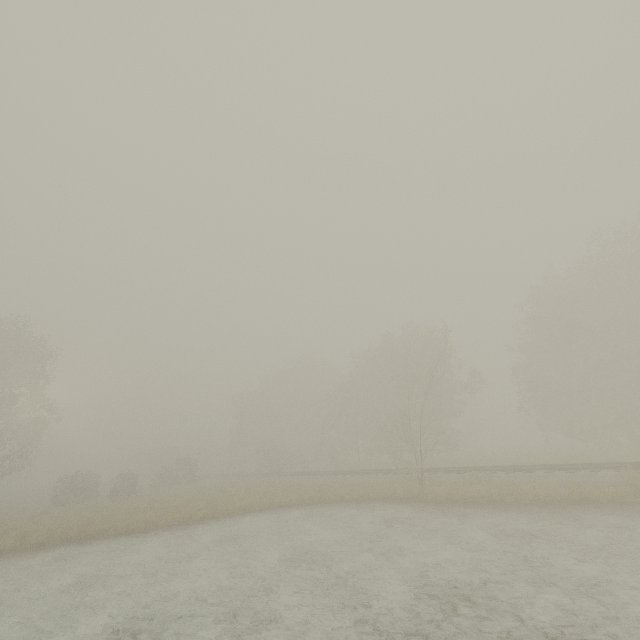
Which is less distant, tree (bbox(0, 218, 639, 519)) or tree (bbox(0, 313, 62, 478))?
tree (bbox(0, 218, 639, 519))

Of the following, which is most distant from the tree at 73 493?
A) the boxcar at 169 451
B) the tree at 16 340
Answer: the boxcar at 169 451

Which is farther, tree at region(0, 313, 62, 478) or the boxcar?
the boxcar

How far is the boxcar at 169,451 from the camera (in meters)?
55.84

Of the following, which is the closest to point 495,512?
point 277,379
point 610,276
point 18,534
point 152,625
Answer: point 152,625

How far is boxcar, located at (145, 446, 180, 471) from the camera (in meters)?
55.84

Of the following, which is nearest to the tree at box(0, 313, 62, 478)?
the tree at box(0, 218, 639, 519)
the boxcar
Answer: the boxcar
